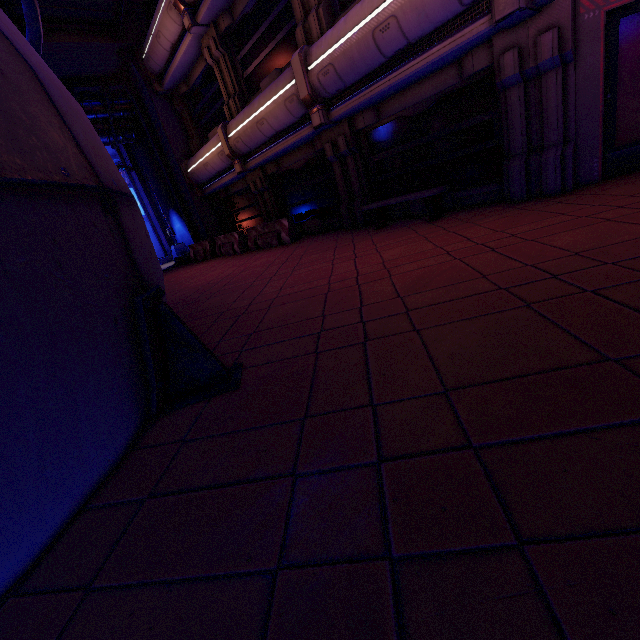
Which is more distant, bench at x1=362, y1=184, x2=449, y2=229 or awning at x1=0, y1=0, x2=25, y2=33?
awning at x1=0, y1=0, x2=25, y2=33

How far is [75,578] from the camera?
1.5 meters

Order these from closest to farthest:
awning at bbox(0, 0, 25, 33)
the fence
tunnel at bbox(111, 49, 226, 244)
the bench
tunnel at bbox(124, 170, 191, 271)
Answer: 1. the bench
2. awning at bbox(0, 0, 25, 33)
3. the fence
4. tunnel at bbox(111, 49, 226, 244)
5. tunnel at bbox(124, 170, 191, 271)

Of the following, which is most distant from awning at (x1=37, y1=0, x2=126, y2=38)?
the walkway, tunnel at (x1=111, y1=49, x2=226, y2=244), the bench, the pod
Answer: the bench

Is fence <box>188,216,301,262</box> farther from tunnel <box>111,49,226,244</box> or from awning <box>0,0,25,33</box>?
awning <box>0,0,25,33</box>

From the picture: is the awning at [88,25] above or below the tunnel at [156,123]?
above

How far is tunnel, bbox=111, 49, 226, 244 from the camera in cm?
1501

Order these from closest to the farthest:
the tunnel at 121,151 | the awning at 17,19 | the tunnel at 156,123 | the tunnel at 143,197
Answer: the awning at 17,19 → the tunnel at 156,123 → the tunnel at 143,197 → the tunnel at 121,151
